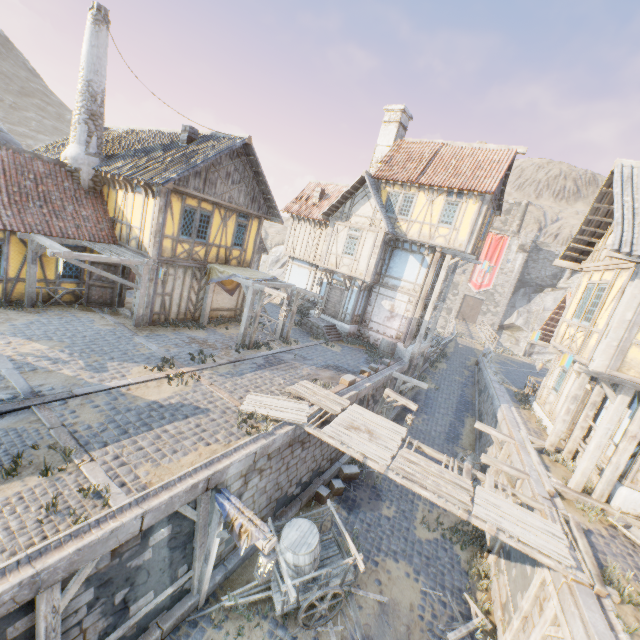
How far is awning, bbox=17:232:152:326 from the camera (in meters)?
11.09

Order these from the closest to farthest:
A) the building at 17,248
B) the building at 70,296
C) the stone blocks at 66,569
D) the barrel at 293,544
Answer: the stone blocks at 66,569 < the barrel at 293,544 < the building at 17,248 < the building at 70,296

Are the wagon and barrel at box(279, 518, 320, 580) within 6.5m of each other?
yes

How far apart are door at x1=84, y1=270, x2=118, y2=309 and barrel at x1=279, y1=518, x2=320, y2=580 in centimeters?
1230cm

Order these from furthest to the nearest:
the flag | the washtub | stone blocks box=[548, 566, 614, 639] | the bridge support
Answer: the flag → the bridge support → the washtub → stone blocks box=[548, 566, 614, 639]

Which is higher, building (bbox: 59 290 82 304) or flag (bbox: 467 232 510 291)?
flag (bbox: 467 232 510 291)

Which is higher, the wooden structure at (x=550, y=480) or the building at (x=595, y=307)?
the building at (x=595, y=307)

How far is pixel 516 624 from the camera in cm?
778
